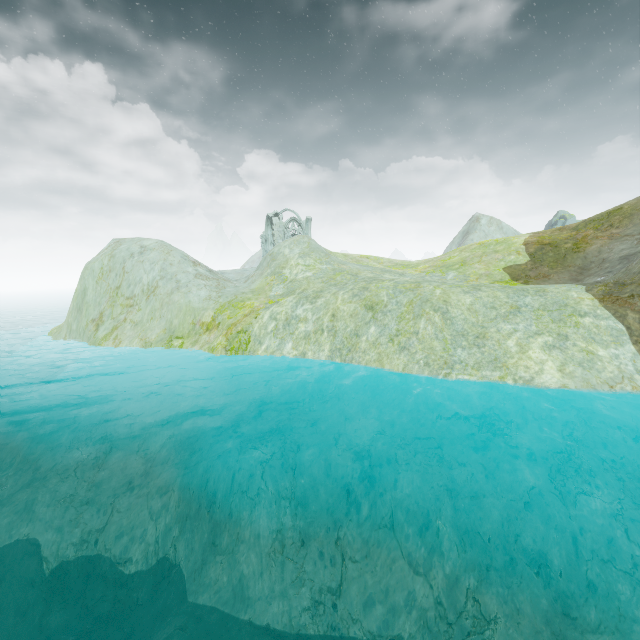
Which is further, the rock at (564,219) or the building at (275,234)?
the rock at (564,219)

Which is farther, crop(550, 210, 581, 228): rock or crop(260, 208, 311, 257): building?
crop(550, 210, 581, 228): rock

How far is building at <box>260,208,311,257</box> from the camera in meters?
52.0

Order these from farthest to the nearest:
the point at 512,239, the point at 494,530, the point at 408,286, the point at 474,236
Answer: the point at 474,236 → the point at 512,239 → the point at 408,286 → the point at 494,530

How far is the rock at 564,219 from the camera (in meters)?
57.50

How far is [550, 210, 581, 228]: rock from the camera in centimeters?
5750cm
